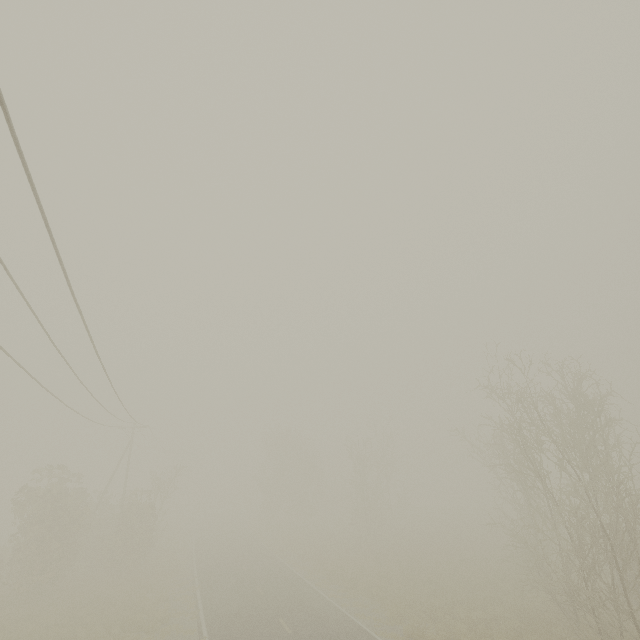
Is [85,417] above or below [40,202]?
below

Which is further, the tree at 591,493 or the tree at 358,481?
the tree at 358,481

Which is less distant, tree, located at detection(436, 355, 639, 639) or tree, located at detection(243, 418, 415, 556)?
tree, located at detection(436, 355, 639, 639)

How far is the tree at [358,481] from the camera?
38.5 meters

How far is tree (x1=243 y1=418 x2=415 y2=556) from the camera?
38.5m
